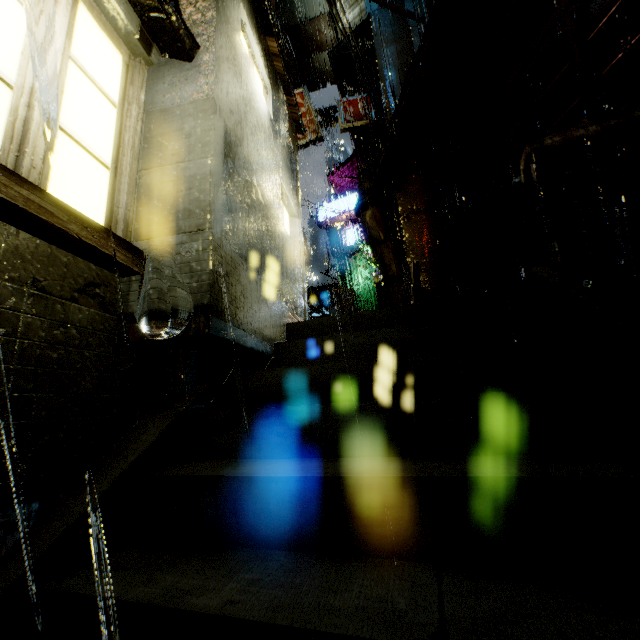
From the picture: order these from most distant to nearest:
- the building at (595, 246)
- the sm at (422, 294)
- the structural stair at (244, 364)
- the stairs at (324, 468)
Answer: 1. the sm at (422, 294)
2. the building at (595, 246)
3. the structural stair at (244, 364)
4. the stairs at (324, 468)

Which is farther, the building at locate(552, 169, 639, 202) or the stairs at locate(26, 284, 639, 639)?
the building at locate(552, 169, 639, 202)

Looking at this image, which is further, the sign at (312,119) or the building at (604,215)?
the sign at (312,119)

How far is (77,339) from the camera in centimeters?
210cm

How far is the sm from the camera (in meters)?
8.18

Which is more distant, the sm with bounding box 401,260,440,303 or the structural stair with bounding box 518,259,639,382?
the sm with bounding box 401,260,440,303

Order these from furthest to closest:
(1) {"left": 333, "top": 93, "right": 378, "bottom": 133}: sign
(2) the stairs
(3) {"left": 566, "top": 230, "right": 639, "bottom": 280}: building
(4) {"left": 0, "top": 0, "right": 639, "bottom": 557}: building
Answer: (1) {"left": 333, "top": 93, "right": 378, "bottom": 133}: sign → (3) {"left": 566, "top": 230, "right": 639, "bottom": 280}: building → (4) {"left": 0, "top": 0, "right": 639, "bottom": 557}: building → (2) the stairs

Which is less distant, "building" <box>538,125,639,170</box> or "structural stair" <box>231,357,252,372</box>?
"structural stair" <box>231,357,252,372</box>
